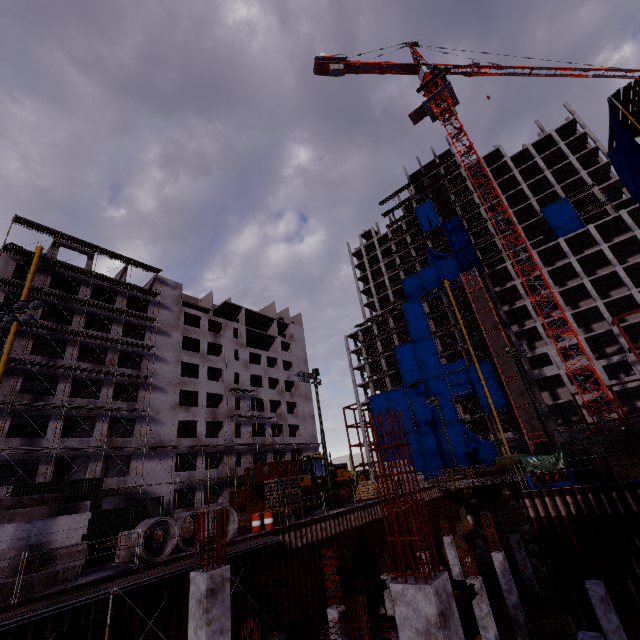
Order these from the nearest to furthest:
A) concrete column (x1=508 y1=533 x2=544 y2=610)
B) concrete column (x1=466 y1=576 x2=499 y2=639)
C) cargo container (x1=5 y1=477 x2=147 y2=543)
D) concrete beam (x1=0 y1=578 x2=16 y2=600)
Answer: concrete beam (x1=0 y1=578 x2=16 y2=600)
concrete column (x1=466 y1=576 x2=499 y2=639)
concrete column (x1=508 y1=533 x2=544 y2=610)
cargo container (x1=5 y1=477 x2=147 y2=543)

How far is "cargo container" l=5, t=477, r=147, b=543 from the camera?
25.23m

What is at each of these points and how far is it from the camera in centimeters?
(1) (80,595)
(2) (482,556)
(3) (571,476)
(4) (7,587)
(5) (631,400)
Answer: (1) scaffolding, 1085cm
(2) compgrassrocksplants, 3144cm
(3) pipe, 1797cm
(4) concrete beam, 1146cm
(5) concrete column, 4494cm

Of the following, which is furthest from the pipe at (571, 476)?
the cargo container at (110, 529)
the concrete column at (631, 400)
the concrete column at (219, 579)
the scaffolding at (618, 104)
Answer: the concrete column at (631, 400)

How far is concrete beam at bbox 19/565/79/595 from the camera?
11.8m

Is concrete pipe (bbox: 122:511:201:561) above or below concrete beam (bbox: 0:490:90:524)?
below

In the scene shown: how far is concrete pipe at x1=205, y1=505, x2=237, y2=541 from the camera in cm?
1692

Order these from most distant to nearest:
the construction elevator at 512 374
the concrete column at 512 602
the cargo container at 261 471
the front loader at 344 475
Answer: the construction elevator at 512 374
the cargo container at 261 471
the front loader at 344 475
the concrete column at 512 602
